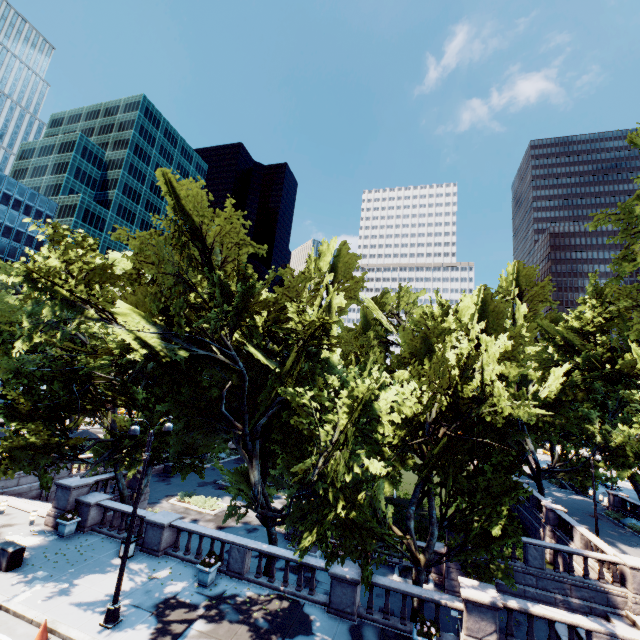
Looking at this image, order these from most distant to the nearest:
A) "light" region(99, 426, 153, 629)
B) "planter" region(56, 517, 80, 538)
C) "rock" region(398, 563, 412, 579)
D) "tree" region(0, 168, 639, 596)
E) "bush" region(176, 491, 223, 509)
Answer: "bush" region(176, 491, 223, 509)
"rock" region(398, 563, 412, 579)
"planter" region(56, 517, 80, 538)
"tree" region(0, 168, 639, 596)
"light" region(99, 426, 153, 629)

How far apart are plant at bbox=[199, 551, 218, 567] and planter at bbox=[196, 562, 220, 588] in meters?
0.0

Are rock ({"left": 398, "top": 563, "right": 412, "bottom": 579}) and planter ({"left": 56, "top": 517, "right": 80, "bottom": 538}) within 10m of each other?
no

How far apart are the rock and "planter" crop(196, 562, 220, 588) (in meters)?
12.28

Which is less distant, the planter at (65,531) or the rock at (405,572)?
the planter at (65,531)

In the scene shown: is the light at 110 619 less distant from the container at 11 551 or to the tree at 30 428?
the tree at 30 428

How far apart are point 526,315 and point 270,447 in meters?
28.6 m

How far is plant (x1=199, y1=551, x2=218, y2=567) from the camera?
15.0m
